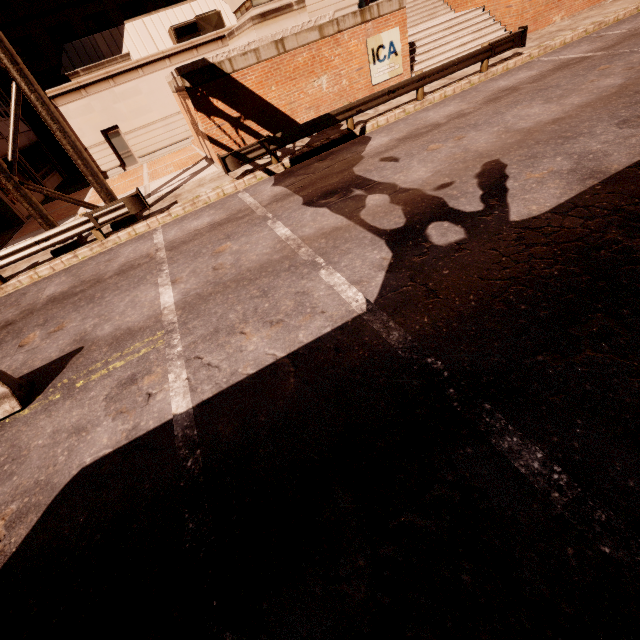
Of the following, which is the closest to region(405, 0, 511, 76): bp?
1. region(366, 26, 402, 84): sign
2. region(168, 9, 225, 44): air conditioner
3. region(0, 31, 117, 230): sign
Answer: region(366, 26, 402, 84): sign

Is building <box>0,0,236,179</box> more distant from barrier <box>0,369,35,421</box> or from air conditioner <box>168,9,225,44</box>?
barrier <box>0,369,35,421</box>

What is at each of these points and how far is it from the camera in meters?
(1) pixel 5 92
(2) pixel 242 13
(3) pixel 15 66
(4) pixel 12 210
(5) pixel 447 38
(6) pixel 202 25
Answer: (1) building, 30.3
(2) building, 21.8
(3) sign, 9.0
(4) building, 17.3
(5) bp, 17.3
(6) air conditioner, 20.6

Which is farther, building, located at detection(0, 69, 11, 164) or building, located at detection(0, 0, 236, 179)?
building, located at detection(0, 69, 11, 164)

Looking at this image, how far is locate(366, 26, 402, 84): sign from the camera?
14.45m

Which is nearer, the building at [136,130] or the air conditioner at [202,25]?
the building at [136,130]

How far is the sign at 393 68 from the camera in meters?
14.5

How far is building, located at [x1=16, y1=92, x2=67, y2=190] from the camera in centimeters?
2180cm
